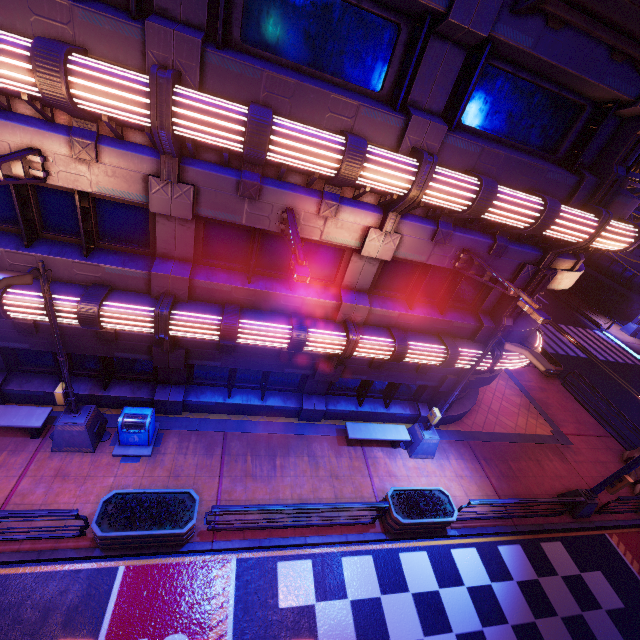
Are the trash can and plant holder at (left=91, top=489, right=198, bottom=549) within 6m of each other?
yes

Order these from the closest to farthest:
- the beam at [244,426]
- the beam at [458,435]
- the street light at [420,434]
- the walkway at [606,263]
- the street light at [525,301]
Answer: the street light at [525,301], the street light at [420,434], the beam at [244,426], the beam at [458,435], the walkway at [606,263]

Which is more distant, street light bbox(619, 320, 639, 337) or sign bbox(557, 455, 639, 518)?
street light bbox(619, 320, 639, 337)

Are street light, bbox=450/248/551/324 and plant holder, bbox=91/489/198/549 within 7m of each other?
no

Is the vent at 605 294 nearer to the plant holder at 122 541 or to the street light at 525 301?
the street light at 525 301

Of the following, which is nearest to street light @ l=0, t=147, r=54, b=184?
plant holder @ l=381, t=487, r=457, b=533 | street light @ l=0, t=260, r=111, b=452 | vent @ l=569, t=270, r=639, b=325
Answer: street light @ l=0, t=260, r=111, b=452

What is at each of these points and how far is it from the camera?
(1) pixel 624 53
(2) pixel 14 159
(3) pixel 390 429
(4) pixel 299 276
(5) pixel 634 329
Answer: (1) awning, 6.5m
(2) street light, 5.5m
(3) bench, 12.0m
(4) street light, 5.0m
(5) street light, 29.9m

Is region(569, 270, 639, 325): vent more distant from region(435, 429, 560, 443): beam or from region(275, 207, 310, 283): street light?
region(275, 207, 310, 283): street light
